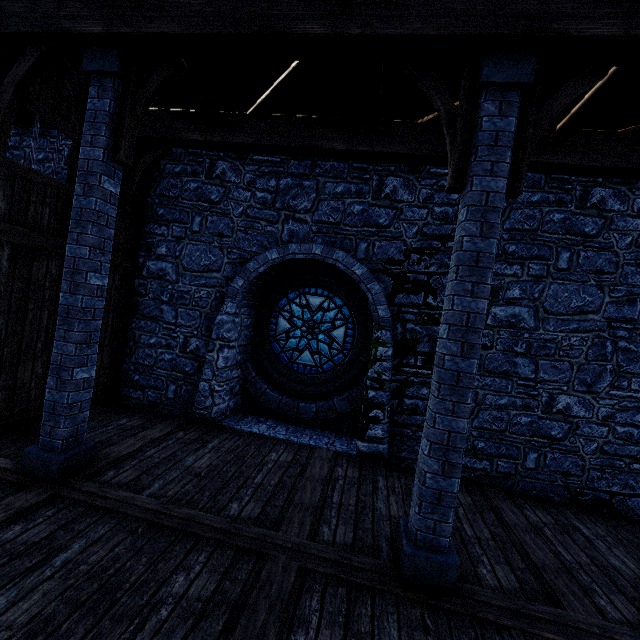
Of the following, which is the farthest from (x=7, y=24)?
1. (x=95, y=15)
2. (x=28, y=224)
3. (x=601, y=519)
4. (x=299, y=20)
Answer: (x=601, y=519)

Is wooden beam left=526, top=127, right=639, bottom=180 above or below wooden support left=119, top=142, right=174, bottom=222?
above

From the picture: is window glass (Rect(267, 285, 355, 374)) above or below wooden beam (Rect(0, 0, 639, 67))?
below

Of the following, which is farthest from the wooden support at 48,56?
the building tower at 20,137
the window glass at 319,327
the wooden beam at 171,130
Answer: the window glass at 319,327

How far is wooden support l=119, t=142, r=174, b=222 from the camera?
6.2m

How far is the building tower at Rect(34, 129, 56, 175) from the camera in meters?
7.4

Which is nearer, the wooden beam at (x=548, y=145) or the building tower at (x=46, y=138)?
the wooden beam at (x=548, y=145)

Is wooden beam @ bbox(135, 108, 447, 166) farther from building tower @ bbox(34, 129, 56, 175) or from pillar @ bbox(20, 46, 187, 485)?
pillar @ bbox(20, 46, 187, 485)
